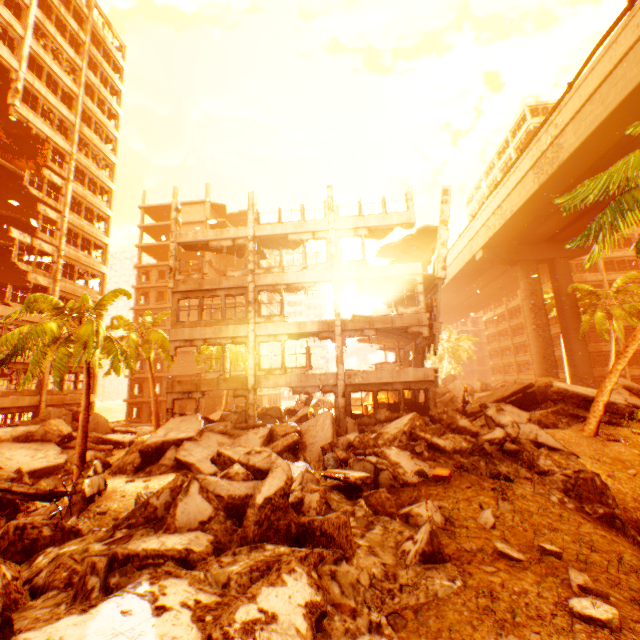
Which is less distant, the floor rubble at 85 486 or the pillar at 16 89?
the floor rubble at 85 486

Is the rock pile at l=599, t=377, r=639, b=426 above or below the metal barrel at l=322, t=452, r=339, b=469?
above

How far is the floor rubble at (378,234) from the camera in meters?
19.8 m

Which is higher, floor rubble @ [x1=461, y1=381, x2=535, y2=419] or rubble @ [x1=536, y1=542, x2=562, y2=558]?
floor rubble @ [x1=461, y1=381, x2=535, y2=419]

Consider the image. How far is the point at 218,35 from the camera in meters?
17.5

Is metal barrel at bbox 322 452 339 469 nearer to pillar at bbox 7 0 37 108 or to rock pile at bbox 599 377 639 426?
rock pile at bbox 599 377 639 426

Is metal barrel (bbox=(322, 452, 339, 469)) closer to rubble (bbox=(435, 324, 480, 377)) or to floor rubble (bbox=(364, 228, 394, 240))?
rubble (bbox=(435, 324, 480, 377))

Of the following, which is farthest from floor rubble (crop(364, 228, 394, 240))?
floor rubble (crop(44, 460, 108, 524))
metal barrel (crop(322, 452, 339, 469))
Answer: floor rubble (crop(44, 460, 108, 524))
